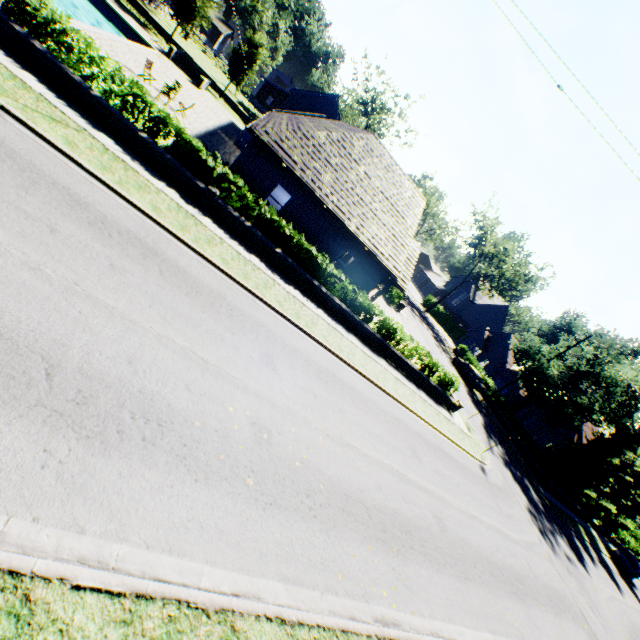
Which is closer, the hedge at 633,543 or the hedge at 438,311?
the hedge at 633,543

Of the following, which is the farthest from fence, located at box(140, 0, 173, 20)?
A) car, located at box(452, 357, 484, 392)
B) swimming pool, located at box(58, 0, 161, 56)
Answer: car, located at box(452, 357, 484, 392)

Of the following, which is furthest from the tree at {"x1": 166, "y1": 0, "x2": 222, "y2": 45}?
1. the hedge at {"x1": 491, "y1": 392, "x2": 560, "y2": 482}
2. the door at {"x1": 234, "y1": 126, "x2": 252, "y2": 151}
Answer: the door at {"x1": 234, "y1": 126, "x2": 252, "y2": 151}

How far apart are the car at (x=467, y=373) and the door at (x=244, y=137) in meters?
31.3 m

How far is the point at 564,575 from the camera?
17.7 meters

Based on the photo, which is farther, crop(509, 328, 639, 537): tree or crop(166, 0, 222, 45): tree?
crop(166, 0, 222, 45): tree

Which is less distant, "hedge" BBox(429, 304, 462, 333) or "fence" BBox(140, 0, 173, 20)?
"fence" BBox(140, 0, 173, 20)

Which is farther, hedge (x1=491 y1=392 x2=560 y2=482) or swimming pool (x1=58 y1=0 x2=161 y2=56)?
hedge (x1=491 y1=392 x2=560 y2=482)
